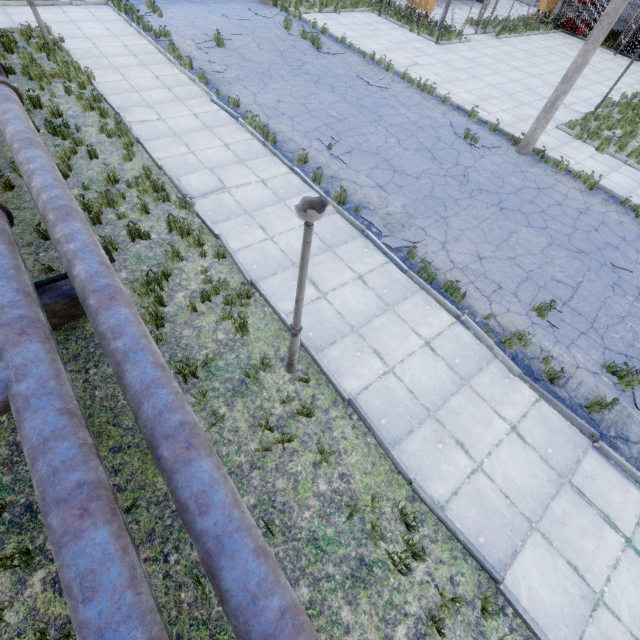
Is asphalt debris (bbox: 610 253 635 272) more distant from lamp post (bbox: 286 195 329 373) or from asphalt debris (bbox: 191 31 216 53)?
asphalt debris (bbox: 191 31 216 53)

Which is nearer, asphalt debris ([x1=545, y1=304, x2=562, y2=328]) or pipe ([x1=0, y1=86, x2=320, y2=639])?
pipe ([x1=0, y1=86, x2=320, y2=639])

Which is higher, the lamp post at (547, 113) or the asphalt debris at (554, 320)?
the lamp post at (547, 113)

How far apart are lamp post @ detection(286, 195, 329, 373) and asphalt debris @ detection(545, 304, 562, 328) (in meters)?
5.59

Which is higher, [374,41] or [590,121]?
[590,121]

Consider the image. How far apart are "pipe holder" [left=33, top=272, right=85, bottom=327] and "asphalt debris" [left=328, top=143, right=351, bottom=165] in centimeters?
693cm

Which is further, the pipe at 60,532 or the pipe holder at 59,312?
the pipe holder at 59,312

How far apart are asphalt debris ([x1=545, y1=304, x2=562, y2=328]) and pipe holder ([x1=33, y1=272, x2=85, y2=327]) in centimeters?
849cm
